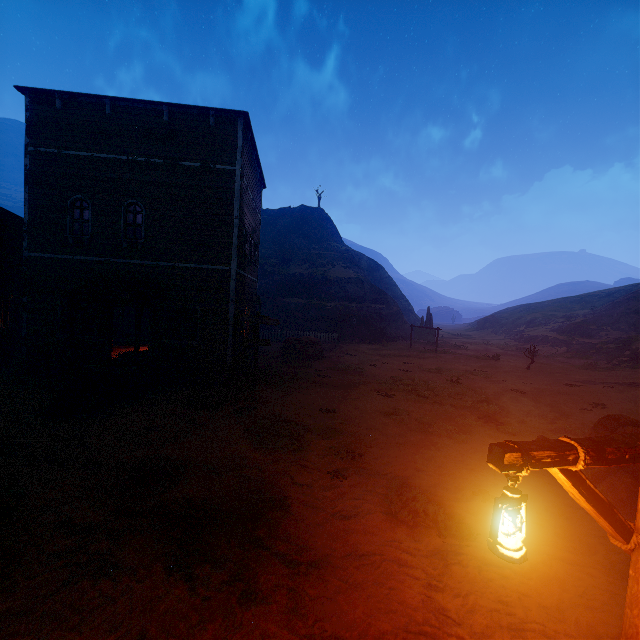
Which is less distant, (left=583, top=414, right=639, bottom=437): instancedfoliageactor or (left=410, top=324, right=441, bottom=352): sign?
(left=583, top=414, right=639, bottom=437): instancedfoliageactor

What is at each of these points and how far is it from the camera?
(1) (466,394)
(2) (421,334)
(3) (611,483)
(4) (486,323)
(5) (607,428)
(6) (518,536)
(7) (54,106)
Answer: (1) z, 14.9m
(2) sign, 30.0m
(3) instancedfoliageactor, 6.9m
(4) instancedfoliageactor, 55.6m
(5) instancedfoliageactor, 8.1m
(6) light pole, 2.1m
(7) building, 12.2m

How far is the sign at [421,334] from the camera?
28.52m

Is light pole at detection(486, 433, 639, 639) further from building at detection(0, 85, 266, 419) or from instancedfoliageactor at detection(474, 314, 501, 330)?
instancedfoliageactor at detection(474, 314, 501, 330)

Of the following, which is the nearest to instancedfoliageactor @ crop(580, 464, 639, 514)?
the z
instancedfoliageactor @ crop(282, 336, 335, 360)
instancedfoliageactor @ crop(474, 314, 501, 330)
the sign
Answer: the z

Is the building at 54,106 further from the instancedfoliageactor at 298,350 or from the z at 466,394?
the instancedfoliageactor at 298,350

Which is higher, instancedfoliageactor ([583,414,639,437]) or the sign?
the sign
